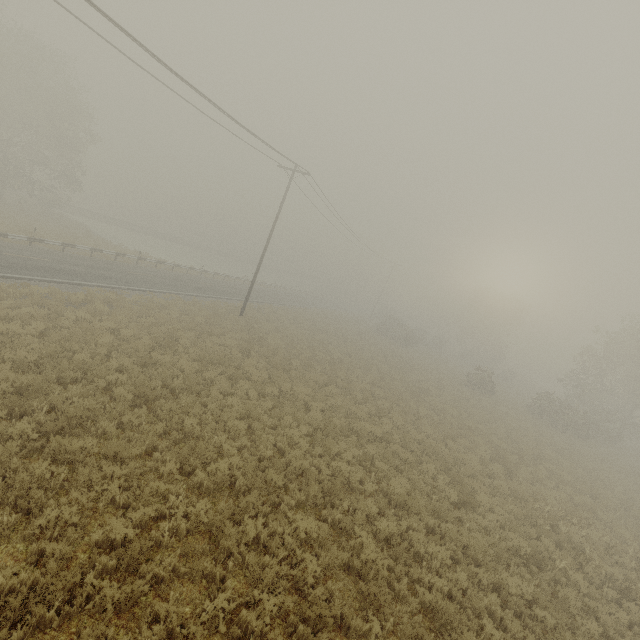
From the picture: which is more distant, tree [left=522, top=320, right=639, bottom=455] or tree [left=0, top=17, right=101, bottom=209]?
tree [left=0, top=17, right=101, bottom=209]

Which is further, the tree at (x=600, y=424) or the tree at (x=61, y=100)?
the tree at (x=61, y=100)

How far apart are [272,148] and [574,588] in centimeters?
2376cm
